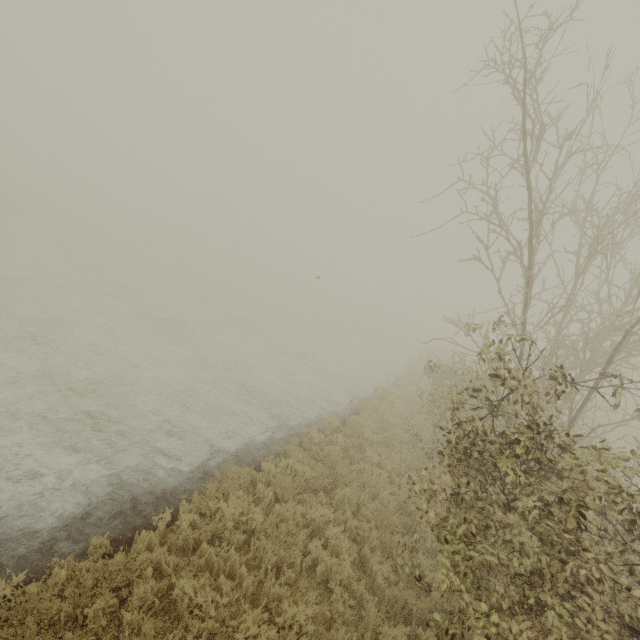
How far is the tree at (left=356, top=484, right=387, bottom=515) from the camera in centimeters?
759cm

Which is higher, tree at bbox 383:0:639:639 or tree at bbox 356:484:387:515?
tree at bbox 383:0:639:639

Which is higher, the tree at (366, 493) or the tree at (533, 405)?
the tree at (533, 405)

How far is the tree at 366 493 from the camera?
7.6m

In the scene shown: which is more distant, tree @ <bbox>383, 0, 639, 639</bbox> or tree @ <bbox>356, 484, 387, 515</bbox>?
tree @ <bbox>356, 484, 387, 515</bbox>

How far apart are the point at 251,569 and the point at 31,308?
14.5 meters
